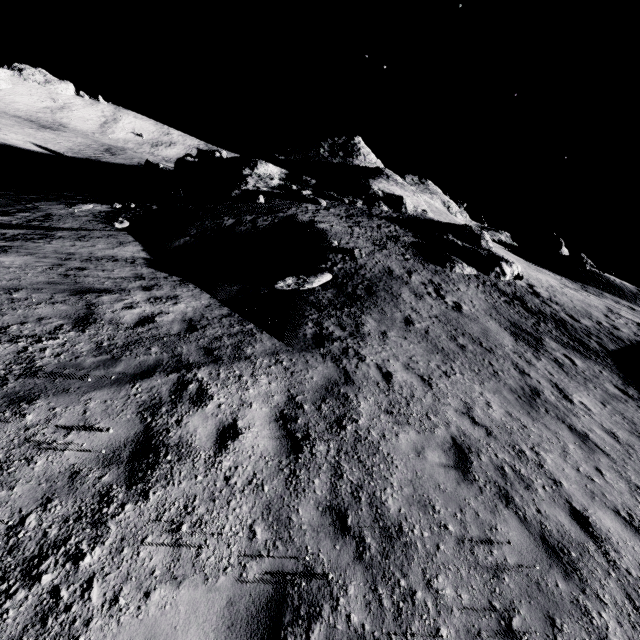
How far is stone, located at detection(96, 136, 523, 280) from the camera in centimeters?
2216cm

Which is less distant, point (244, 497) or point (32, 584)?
point (32, 584)

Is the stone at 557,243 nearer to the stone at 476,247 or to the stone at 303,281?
the stone at 476,247

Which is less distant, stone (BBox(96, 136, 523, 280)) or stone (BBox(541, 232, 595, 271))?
stone (BBox(96, 136, 523, 280))

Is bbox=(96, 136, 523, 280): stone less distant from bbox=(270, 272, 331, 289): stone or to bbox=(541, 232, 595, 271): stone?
bbox=(270, 272, 331, 289): stone

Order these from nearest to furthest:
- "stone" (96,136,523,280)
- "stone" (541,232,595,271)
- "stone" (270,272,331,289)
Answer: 1. "stone" (270,272,331,289)
2. "stone" (96,136,523,280)
3. "stone" (541,232,595,271)

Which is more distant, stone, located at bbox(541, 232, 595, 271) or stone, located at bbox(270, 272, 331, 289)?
stone, located at bbox(541, 232, 595, 271)
